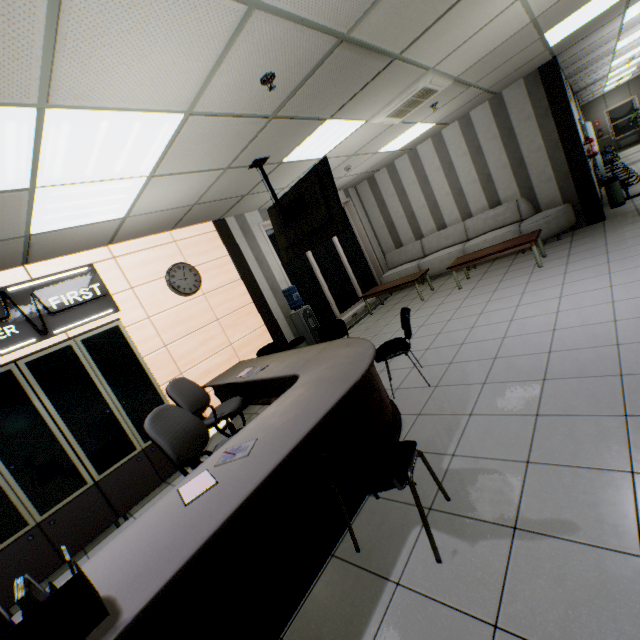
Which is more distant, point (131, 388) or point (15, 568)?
point (131, 388)

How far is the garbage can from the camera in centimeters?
698cm

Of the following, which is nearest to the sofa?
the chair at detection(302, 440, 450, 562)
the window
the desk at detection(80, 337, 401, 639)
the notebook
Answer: the desk at detection(80, 337, 401, 639)

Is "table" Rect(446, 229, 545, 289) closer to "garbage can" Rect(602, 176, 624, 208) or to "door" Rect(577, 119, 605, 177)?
"garbage can" Rect(602, 176, 624, 208)

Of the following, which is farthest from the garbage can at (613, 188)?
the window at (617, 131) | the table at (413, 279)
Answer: the window at (617, 131)

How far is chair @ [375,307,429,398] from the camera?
3.5 meters

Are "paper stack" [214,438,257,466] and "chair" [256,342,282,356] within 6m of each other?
yes

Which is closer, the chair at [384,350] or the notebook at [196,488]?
the notebook at [196,488]
